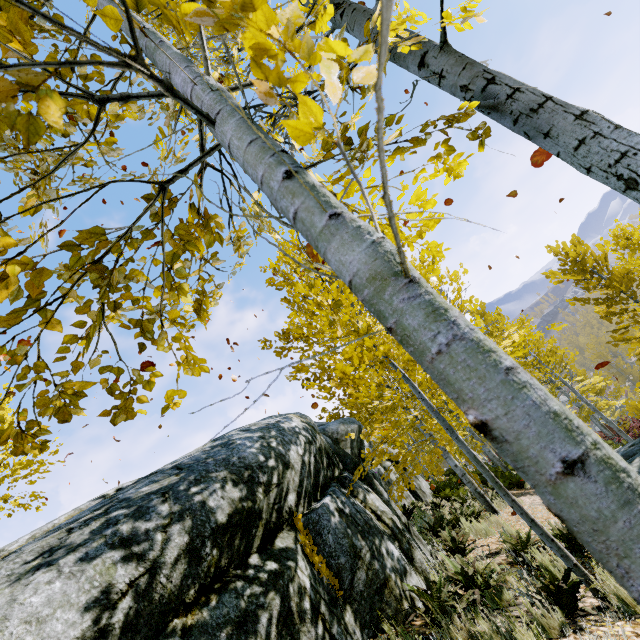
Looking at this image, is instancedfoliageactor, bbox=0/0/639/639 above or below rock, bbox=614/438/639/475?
above

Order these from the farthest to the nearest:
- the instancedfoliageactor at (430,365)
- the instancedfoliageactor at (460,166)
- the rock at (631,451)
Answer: the rock at (631,451), the instancedfoliageactor at (460,166), the instancedfoliageactor at (430,365)

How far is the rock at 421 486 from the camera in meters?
12.0

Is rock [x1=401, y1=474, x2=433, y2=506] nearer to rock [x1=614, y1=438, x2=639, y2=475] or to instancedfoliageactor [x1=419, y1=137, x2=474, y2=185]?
instancedfoliageactor [x1=419, y1=137, x2=474, y2=185]

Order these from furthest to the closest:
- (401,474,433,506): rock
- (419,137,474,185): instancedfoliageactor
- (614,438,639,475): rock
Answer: (401,474,433,506): rock, (614,438,639,475): rock, (419,137,474,185): instancedfoliageactor

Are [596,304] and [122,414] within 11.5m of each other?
no

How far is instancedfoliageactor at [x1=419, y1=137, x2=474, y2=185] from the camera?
1.8m
